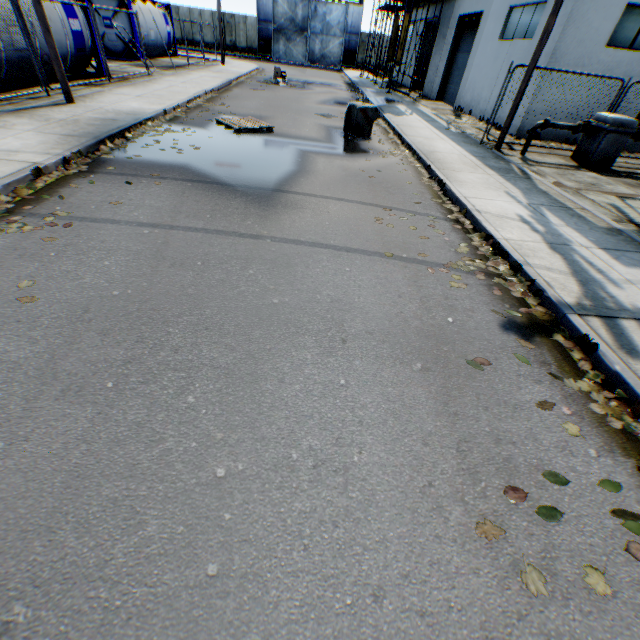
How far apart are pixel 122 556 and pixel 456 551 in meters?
2.0 m

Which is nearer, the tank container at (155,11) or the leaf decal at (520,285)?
the leaf decal at (520,285)

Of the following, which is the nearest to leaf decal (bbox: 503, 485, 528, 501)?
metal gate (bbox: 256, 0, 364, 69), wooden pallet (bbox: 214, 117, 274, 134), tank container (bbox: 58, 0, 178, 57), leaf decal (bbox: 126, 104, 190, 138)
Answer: leaf decal (bbox: 126, 104, 190, 138)

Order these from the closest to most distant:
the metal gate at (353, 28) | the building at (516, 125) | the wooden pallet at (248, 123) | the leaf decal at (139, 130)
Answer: the leaf decal at (139, 130), the wooden pallet at (248, 123), the building at (516, 125), the metal gate at (353, 28)

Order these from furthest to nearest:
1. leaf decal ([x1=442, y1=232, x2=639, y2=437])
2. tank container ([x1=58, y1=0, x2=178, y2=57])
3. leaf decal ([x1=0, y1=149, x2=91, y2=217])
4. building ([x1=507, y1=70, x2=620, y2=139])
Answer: tank container ([x1=58, y1=0, x2=178, y2=57])
building ([x1=507, y1=70, x2=620, y2=139])
leaf decal ([x1=0, y1=149, x2=91, y2=217])
leaf decal ([x1=442, y1=232, x2=639, y2=437])

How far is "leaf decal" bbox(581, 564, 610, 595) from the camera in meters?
1.9 m

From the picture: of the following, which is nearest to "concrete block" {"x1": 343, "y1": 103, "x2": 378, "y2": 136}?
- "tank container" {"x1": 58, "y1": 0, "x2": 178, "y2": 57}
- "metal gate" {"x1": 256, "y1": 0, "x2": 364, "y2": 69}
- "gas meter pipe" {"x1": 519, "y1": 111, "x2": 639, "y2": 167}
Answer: "gas meter pipe" {"x1": 519, "y1": 111, "x2": 639, "y2": 167}

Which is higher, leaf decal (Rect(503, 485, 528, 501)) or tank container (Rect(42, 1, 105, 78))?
tank container (Rect(42, 1, 105, 78))
